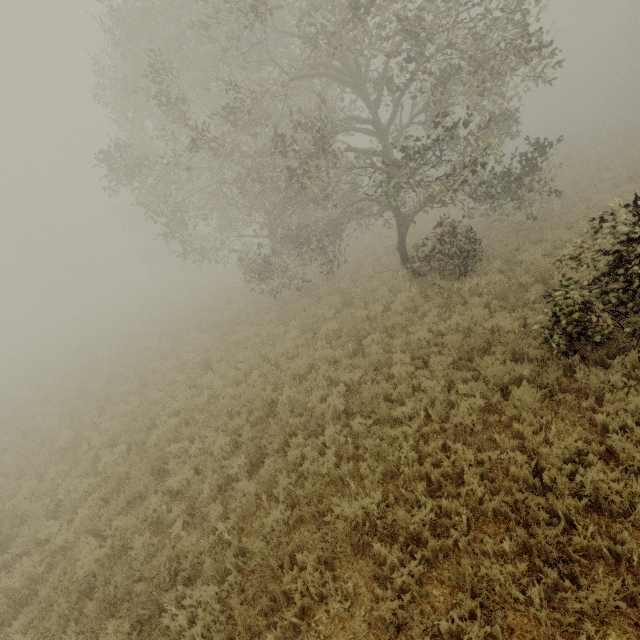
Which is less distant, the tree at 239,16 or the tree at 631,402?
the tree at 631,402

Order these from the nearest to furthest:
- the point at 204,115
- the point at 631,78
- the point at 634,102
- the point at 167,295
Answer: the point at 204,115 → the point at 167,295 → the point at 631,78 → the point at 634,102

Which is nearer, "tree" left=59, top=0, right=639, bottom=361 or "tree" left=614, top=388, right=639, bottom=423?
"tree" left=614, top=388, right=639, bottom=423

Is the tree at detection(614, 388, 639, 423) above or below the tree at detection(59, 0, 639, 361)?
below

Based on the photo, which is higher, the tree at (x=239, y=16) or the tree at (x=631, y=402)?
the tree at (x=239, y=16)
